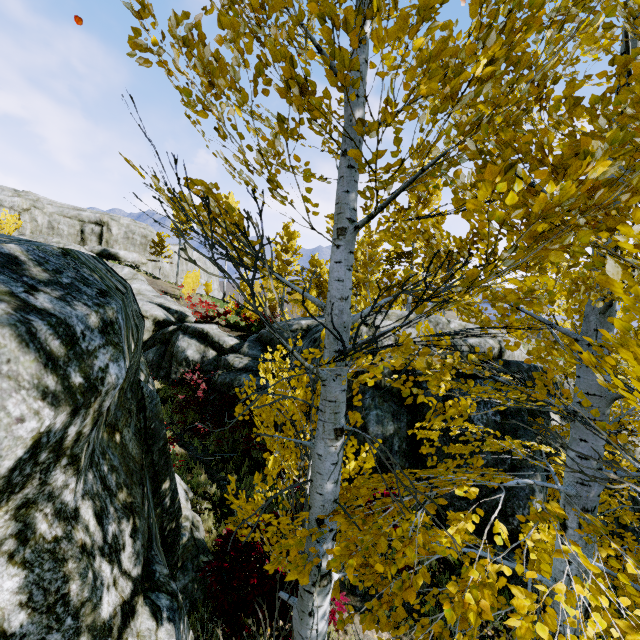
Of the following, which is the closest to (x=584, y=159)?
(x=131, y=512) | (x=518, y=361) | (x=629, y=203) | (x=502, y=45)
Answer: (x=629, y=203)

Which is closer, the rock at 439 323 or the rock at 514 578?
the rock at 514 578

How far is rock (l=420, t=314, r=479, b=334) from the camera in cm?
1023

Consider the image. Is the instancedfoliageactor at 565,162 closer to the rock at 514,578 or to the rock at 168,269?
the rock at 514,578

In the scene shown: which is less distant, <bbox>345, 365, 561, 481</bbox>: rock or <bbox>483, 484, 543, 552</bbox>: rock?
<bbox>483, 484, 543, 552</bbox>: rock

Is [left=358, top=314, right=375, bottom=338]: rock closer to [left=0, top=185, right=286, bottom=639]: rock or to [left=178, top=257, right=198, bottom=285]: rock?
[left=0, top=185, right=286, bottom=639]: rock

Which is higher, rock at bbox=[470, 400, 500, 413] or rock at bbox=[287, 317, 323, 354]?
rock at bbox=[287, 317, 323, 354]
